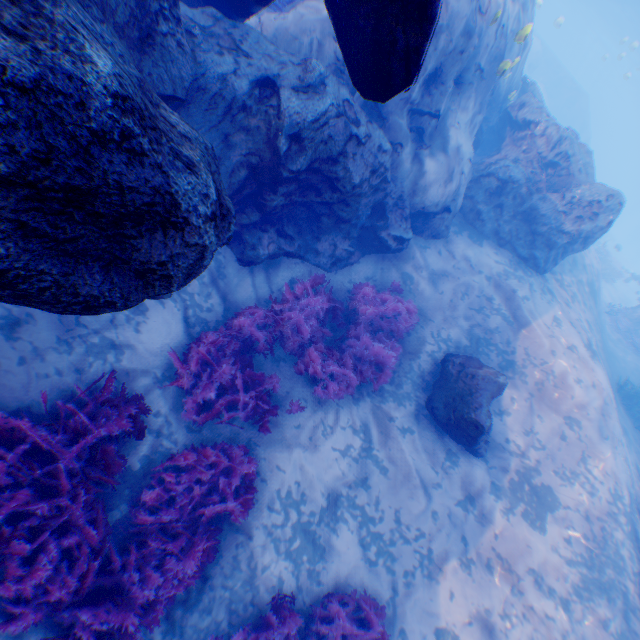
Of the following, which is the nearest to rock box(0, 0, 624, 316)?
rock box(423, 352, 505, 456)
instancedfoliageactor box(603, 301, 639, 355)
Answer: rock box(423, 352, 505, 456)

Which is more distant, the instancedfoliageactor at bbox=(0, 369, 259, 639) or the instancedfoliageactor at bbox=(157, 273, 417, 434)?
the instancedfoliageactor at bbox=(157, 273, 417, 434)

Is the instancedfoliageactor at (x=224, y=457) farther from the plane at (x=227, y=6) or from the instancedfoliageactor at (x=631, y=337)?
the instancedfoliageactor at (x=631, y=337)

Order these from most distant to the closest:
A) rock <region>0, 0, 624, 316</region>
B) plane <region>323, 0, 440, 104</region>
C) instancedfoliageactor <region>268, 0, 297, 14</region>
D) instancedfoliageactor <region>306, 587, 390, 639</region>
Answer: instancedfoliageactor <region>268, 0, 297, 14</region> < instancedfoliageactor <region>306, 587, 390, 639</region> < plane <region>323, 0, 440, 104</region> < rock <region>0, 0, 624, 316</region>

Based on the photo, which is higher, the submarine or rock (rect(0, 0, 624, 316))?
the submarine

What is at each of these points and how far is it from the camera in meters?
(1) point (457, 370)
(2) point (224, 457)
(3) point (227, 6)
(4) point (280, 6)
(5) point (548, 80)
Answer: (1) rock, 6.9
(2) instancedfoliageactor, 5.2
(3) plane, 5.0
(4) instancedfoliageactor, 7.5
(5) submarine, 35.3

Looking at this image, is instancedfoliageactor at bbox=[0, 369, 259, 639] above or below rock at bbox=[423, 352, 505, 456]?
below

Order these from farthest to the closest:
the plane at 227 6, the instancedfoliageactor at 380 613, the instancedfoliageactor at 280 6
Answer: the instancedfoliageactor at 280 6, the instancedfoliageactor at 380 613, the plane at 227 6
